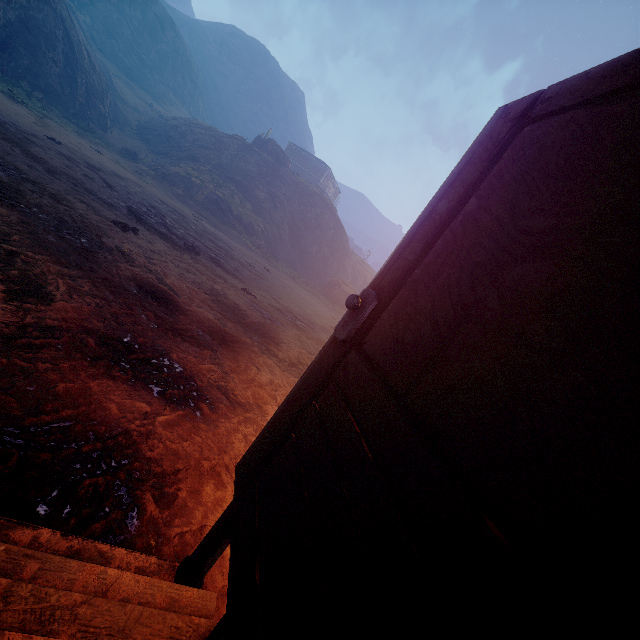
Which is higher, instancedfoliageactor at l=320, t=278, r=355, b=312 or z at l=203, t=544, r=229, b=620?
instancedfoliageactor at l=320, t=278, r=355, b=312

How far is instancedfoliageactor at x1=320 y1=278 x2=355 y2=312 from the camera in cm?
2491

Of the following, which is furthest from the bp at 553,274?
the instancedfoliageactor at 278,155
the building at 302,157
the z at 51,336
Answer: the instancedfoliageactor at 278,155

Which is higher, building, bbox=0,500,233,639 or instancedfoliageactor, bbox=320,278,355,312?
instancedfoliageactor, bbox=320,278,355,312

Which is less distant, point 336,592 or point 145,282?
point 336,592

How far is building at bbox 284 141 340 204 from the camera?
49.1m

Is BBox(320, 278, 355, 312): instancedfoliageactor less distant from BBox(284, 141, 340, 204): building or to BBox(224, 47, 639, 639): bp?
BBox(284, 141, 340, 204): building

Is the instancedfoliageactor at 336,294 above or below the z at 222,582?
above
